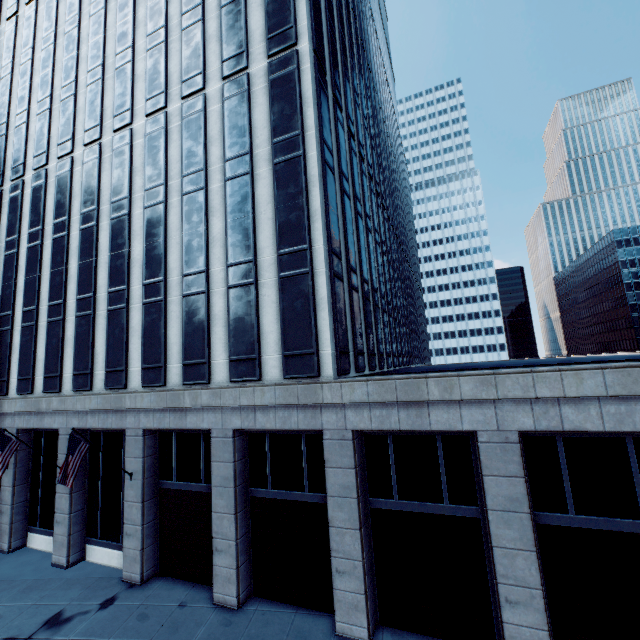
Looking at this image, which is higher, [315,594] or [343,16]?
[343,16]
